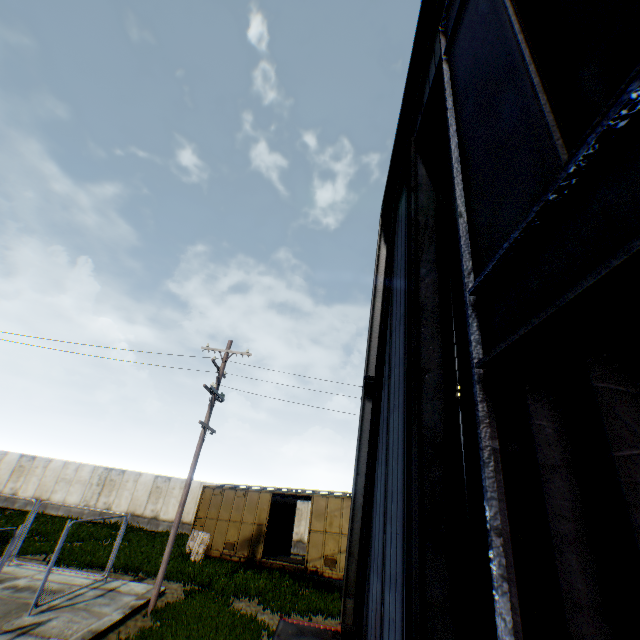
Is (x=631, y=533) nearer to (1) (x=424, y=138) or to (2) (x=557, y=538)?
(2) (x=557, y=538)

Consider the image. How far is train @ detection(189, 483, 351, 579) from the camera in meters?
15.7 m

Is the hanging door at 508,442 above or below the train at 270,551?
above

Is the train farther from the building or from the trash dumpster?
the trash dumpster

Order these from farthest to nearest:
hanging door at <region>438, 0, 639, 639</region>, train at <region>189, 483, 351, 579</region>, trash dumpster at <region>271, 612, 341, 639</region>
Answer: train at <region>189, 483, 351, 579</region> → trash dumpster at <region>271, 612, 341, 639</region> → hanging door at <region>438, 0, 639, 639</region>

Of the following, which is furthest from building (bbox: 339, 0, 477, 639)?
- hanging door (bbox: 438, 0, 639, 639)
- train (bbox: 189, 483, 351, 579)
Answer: train (bbox: 189, 483, 351, 579)

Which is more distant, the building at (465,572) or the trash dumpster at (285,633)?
the trash dumpster at (285,633)
